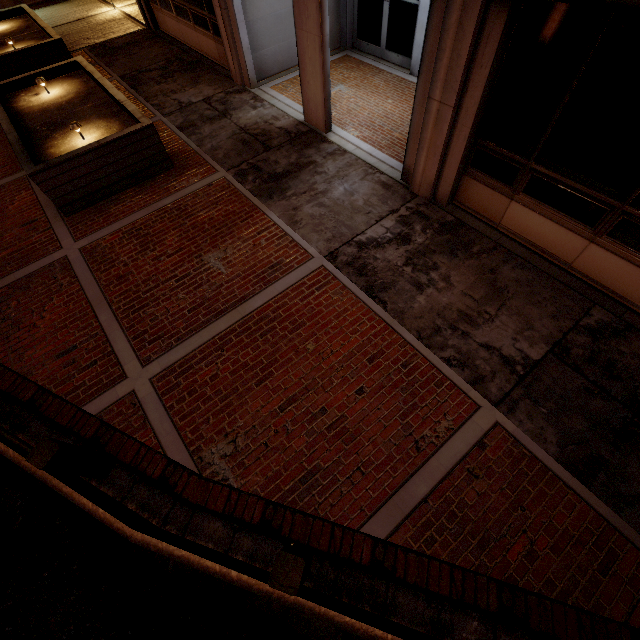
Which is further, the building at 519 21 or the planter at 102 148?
the planter at 102 148

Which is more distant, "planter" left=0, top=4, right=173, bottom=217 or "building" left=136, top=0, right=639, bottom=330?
"planter" left=0, top=4, right=173, bottom=217

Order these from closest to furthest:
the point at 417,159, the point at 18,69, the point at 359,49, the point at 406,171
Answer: the point at 417,159, the point at 406,171, the point at 18,69, the point at 359,49
